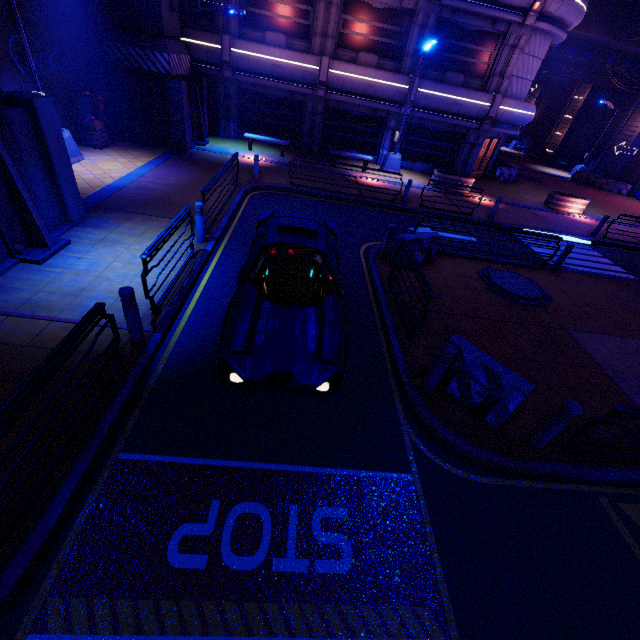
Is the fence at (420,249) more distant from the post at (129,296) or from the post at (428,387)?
the post at (129,296)

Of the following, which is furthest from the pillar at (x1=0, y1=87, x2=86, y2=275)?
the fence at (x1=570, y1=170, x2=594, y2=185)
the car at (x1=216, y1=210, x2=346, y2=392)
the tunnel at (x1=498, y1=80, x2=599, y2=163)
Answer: the fence at (x1=570, y1=170, x2=594, y2=185)

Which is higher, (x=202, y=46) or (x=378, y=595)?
(x=202, y=46)

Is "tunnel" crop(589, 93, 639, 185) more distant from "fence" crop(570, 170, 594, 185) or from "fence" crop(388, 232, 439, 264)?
"fence" crop(388, 232, 439, 264)

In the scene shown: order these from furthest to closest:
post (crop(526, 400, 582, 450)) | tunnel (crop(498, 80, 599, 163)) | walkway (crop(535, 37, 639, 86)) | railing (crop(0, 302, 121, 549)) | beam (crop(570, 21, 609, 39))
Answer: tunnel (crop(498, 80, 599, 163)), walkway (crop(535, 37, 639, 86)), beam (crop(570, 21, 609, 39)), post (crop(526, 400, 582, 450)), railing (crop(0, 302, 121, 549))

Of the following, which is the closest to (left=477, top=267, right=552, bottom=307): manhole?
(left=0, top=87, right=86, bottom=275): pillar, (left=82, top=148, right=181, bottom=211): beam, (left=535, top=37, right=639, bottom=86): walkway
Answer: (left=0, top=87, right=86, bottom=275): pillar

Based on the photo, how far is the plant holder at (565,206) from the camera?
18.62m

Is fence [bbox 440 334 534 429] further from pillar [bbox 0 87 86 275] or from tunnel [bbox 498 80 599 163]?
tunnel [bbox 498 80 599 163]
